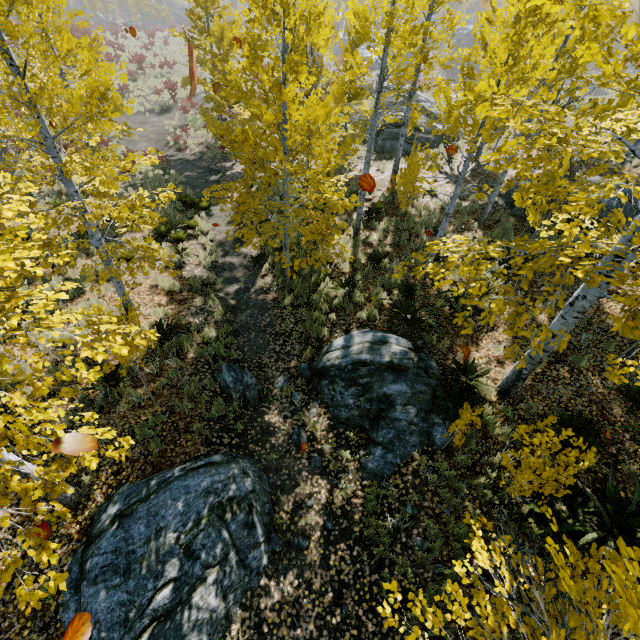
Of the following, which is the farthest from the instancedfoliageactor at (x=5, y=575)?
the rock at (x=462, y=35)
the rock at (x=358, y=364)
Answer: the rock at (x=462, y=35)

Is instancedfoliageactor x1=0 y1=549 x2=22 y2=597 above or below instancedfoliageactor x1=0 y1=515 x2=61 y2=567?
above

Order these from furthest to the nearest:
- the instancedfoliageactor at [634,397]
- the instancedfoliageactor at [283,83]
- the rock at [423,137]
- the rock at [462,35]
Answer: the rock at [462,35] < the rock at [423,137] < the instancedfoliageactor at [634,397] < the instancedfoliageactor at [283,83]

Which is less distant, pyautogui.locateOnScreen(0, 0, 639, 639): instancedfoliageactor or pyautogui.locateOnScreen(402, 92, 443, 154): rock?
pyautogui.locateOnScreen(0, 0, 639, 639): instancedfoliageactor

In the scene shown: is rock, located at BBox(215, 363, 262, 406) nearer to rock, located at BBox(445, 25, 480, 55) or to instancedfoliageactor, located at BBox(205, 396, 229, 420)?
instancedfoliageactor, located at BBox(205, 396, 229, 420)

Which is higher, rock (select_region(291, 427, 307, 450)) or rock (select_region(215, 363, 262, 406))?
rock (select_region(215, 363, 262, 406))

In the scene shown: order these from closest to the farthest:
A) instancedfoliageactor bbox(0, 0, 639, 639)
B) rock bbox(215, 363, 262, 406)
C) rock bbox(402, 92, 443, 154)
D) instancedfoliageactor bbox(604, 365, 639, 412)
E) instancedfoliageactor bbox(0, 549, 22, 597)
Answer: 1. instancedfoliageactor bbox(0, 549, 22, 597)
2. instancedfoliageactor bbox(0, 0, 639, 639)
3. instancedfoliageactor bbox(604, 365, 639, 412)
4. rock bbox(215, 363, 262, 406)
5. rock bbox(402, 92, 443, 154)

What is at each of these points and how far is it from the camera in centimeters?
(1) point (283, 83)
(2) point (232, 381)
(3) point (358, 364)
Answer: (1) instancedfoliageactor, 680cm
(2) rock, 741cm
(3) rock, 712cm
